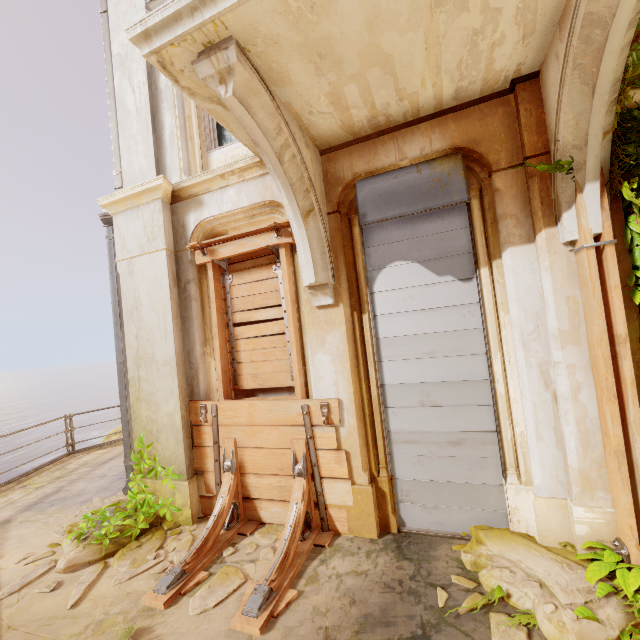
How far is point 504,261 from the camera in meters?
3.2

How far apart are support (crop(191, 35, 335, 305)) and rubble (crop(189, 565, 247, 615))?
2.90m

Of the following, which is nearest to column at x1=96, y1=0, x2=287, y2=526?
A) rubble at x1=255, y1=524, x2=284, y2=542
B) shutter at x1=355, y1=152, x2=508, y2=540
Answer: shutter at x1=355, y1=152, x2=508, y2=540

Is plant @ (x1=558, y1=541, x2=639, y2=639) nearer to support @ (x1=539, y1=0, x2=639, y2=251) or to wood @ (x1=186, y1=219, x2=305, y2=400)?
support @ (x1=539, y1=0, x2=639, y2=251)

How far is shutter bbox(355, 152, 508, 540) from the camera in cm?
345

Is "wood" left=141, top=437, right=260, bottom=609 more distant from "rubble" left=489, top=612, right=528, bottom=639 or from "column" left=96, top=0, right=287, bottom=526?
"rubble" left=489, top=612, right=528, bottom=639

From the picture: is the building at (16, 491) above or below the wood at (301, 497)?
below

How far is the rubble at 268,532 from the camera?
3.8 meters
